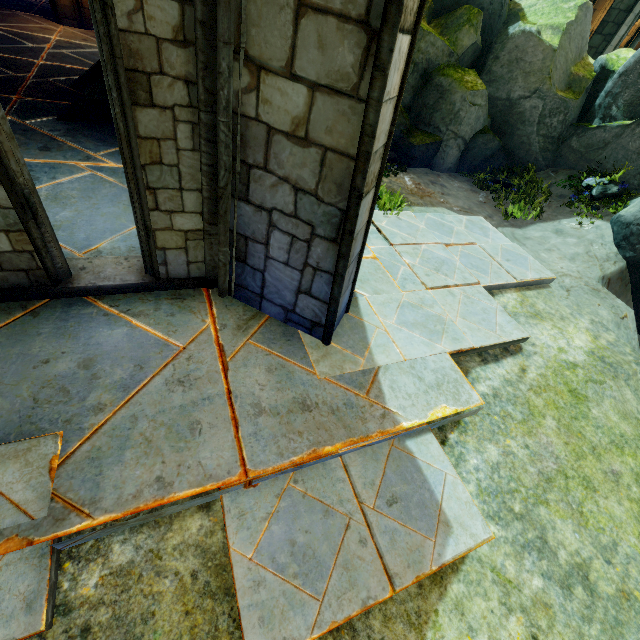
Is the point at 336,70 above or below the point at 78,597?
above

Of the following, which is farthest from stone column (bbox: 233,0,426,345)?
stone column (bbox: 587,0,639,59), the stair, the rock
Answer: stone column (bbox: 587,0,639,59)

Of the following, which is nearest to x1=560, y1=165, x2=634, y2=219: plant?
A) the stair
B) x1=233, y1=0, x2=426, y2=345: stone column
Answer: x1=233, y1=0, x2=426, y2=345: stone column

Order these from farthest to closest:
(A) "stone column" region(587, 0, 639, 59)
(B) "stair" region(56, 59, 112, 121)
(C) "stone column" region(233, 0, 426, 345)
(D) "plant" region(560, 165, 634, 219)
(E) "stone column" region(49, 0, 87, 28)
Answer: (A) "stone column" region(587, 0, 639, 59)
(E) "stone column" region(49, 0, 87, 28)
(D) "plant" region(560, 165, 634, 219)
(B) "stair" region(56, 59, 112, 121)
(C) "stone column" region(233, 0, 426, 345)

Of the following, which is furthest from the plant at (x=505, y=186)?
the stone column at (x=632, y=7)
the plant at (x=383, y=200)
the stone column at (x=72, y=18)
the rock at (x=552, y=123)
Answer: the stone column at (x=72, y=18)

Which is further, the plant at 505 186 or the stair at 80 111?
the plant at 505 186

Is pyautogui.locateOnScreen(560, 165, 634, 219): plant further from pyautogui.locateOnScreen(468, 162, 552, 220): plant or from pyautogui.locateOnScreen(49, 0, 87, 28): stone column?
pyautogui.locateOnScreen(49, 0, 87, 28): stone column

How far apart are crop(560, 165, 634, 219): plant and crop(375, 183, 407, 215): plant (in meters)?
5.04
